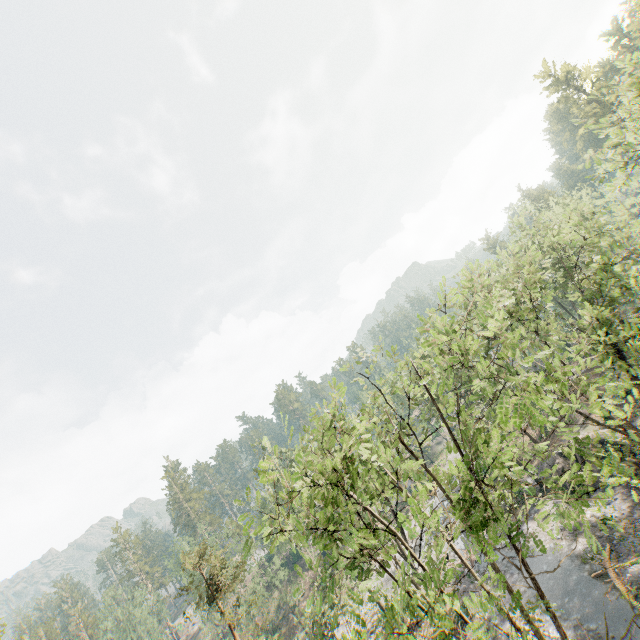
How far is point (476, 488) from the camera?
12.0 meters
